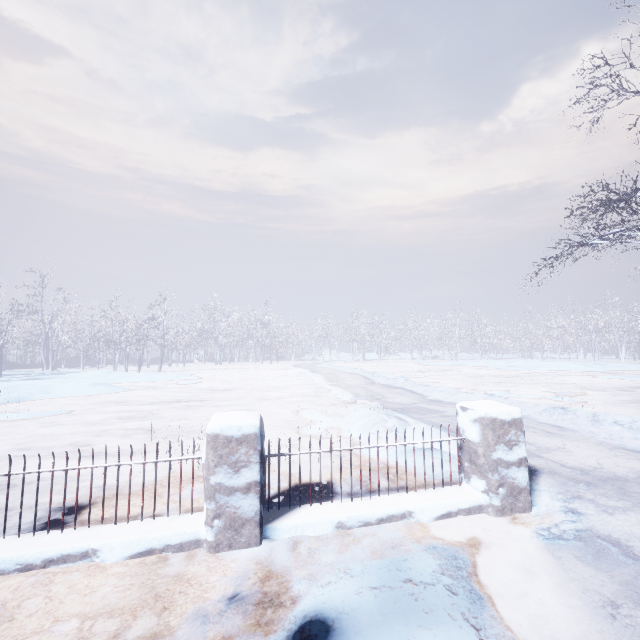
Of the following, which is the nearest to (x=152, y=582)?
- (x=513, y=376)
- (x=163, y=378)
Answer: (x=163, y=378)
